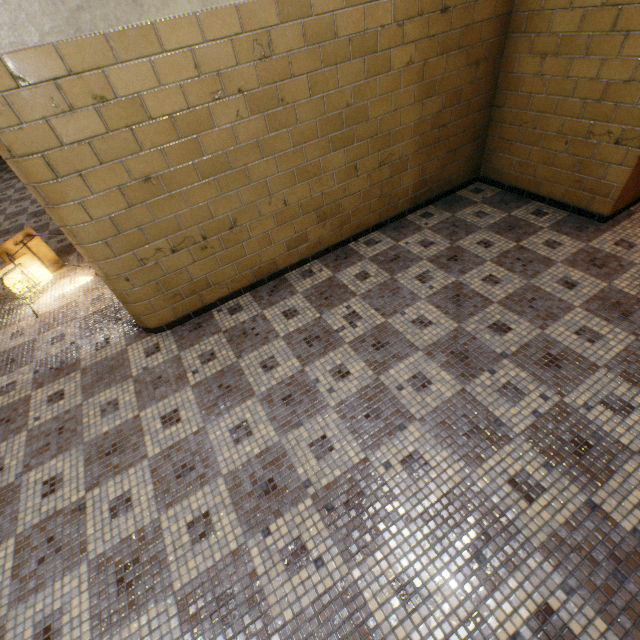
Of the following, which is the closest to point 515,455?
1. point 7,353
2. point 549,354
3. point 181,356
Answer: point 549,354
